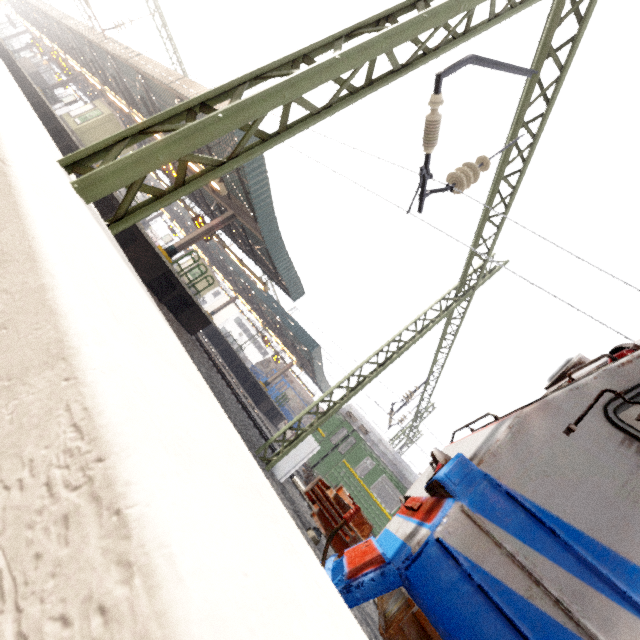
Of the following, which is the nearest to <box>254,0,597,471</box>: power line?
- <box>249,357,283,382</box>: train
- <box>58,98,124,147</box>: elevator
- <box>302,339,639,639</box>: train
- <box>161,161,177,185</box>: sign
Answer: <box>249,357,283,382</box>: train

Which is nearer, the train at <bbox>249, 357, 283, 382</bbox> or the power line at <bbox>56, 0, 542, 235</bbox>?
the power line at <bbox>56, 0, 542, 235</bbox>

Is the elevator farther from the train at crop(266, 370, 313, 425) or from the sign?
the train at crop(266, 370, 313, 425)

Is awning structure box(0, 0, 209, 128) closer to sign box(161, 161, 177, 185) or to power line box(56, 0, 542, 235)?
sign box(161, 161, 177, 185)

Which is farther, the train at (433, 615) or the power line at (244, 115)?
the power line at (244, 115)

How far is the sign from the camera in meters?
13.9

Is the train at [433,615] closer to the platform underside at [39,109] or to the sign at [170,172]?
the platform underside at [39,109]

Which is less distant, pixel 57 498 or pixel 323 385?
pixel 57 498
